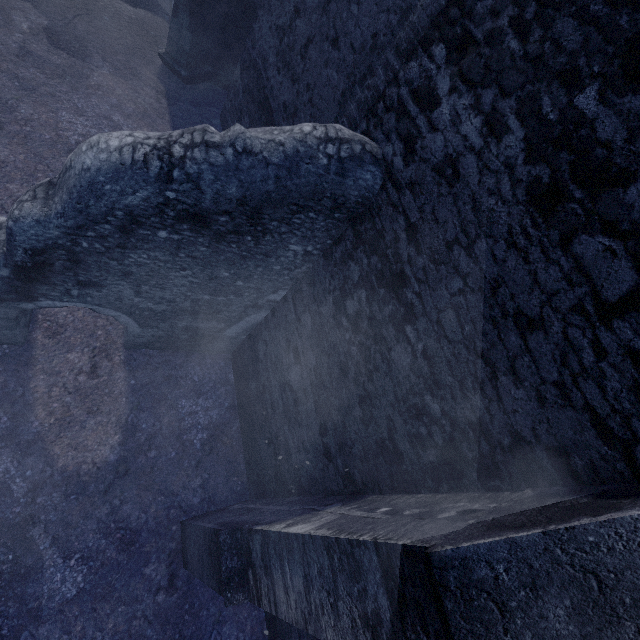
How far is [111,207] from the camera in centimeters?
286cm
